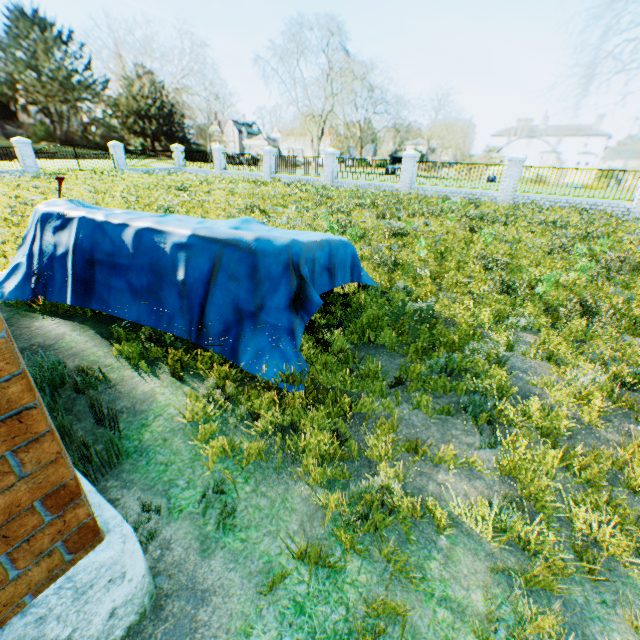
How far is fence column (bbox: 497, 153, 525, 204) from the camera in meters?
16.3

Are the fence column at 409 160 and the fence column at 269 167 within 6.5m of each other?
no

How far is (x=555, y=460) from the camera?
2.58m

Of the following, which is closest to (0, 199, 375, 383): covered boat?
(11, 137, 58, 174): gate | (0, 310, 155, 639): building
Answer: (0, 310, 155, 639): building

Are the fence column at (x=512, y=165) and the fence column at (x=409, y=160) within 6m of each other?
yes

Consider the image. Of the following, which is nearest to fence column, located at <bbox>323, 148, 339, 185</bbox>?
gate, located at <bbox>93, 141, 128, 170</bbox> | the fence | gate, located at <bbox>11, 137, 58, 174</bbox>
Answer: the fence

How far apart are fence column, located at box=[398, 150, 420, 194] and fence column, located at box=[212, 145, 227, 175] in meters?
15.9 m

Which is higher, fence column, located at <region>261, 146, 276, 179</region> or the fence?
fence column, located at <region>261, 146, 276, 179</region>
